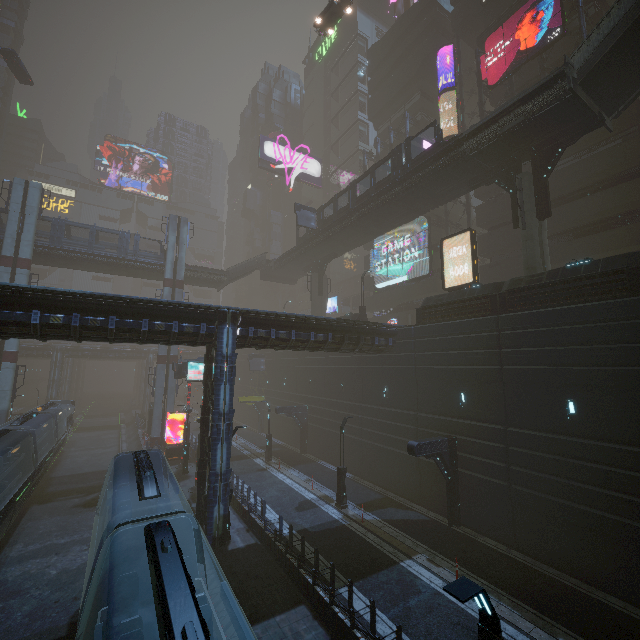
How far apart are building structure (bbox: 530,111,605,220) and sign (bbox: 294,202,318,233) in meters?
21.0

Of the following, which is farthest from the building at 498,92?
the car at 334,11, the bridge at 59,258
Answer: the bridge at 59,258

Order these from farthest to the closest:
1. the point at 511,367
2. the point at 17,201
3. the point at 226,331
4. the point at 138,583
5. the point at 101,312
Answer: the point at 17,201 < the point at 226,331 < the point at 511,367 < the point at 101,312 < the point at 138,583

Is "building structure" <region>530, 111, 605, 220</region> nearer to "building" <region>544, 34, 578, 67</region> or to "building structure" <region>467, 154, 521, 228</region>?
"building structure" <region>467, 154, 521, 228</region>

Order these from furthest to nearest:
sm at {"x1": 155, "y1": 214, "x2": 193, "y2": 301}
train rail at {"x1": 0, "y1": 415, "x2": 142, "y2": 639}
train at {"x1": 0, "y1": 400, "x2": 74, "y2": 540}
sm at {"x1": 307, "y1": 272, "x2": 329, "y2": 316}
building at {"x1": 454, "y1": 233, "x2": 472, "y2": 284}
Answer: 1. sm at {"x1": 307, "y1": 272, "x2": 329, "y2": 316}
2. sm at {"x1": 155, "y1": 214, "x2": 193, "y2": 301}
3. building at {"x1": 454, "y1": 233, "x2": 472, "y2": 284}
4. train at {"x1": 0, "y1": 400, "x2": 74, "y2": 540}
5. train rail at {"x1": 0, "y1": 415, "x2": 142, "y2": 639}

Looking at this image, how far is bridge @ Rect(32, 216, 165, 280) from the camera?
33.6m

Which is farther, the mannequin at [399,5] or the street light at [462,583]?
the mannequin at [399,5]

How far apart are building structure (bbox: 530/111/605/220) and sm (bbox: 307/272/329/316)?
25.7 meters
